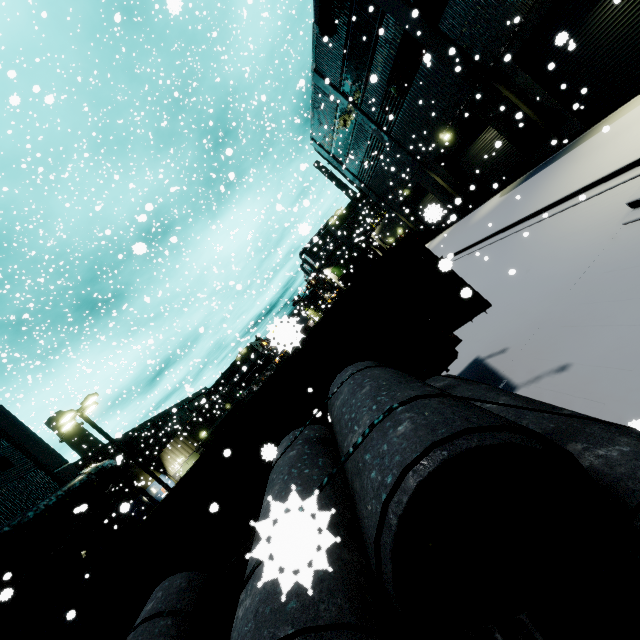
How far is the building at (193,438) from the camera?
33.2 meters

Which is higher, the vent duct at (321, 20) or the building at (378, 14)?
the vent duct at (321, 20)

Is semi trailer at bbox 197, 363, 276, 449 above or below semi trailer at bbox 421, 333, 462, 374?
above

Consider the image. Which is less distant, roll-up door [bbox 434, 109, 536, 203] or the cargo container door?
the cargo container door

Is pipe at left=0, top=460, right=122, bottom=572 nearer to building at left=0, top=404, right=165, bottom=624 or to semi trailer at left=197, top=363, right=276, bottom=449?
building at left=0, top=404, right=165, bottom=624

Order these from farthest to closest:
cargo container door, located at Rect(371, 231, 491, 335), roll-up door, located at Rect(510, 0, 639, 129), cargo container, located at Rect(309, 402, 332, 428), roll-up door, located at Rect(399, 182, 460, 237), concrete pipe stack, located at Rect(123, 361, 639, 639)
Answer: roll-up door, located at Rect(510, 0, 639, 129) → cargo container, located at Rect(309, 402, 332, 428) → cargo container door, located at Rect(371, 231, 491, 335) → roll-up door, located at Rect(399, 182, 460, 237) → concrete pipe stack, located at Rect(123, 361, 639, 639)

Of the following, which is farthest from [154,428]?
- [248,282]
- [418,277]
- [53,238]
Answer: [418,277]

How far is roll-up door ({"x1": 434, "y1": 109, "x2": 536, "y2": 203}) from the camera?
17.1m
